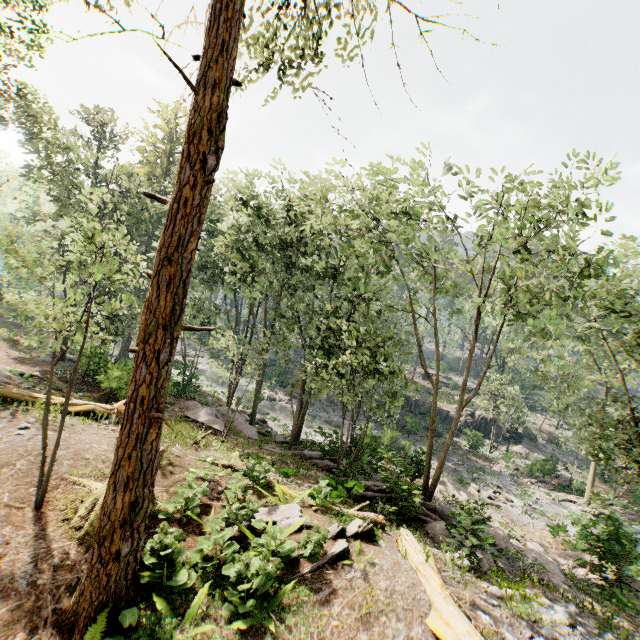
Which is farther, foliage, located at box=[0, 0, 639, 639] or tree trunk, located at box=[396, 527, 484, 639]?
tree trunk, located at box=[396, 527, 484, 639]

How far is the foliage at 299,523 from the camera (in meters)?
7.75

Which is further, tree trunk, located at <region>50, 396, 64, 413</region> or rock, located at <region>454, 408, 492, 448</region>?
rock, located at <region>454, 408, 492, 448</region>

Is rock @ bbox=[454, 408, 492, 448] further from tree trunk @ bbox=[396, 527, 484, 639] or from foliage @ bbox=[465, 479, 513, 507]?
tree trunk @ bbox=[396, 527, 484, 639]

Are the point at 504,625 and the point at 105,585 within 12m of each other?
yes

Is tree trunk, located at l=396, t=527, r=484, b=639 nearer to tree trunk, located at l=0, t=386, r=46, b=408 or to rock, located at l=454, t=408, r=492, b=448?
tree trunk, located at l=0, t=386, r=46, b=408

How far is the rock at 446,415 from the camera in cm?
3925

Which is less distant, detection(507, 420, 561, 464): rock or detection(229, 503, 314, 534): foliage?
detection(229, 503, 314, 534): foliage
